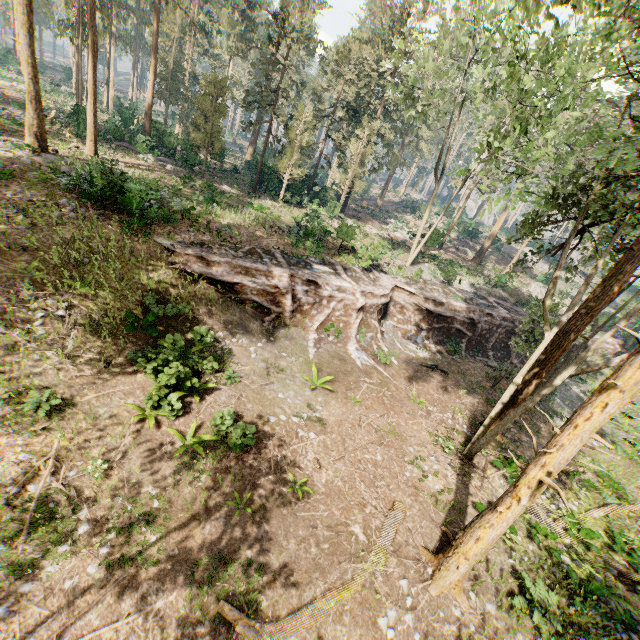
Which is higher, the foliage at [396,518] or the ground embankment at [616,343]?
the ground embankment at [616,343]

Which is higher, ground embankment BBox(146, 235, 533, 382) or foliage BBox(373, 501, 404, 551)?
ground embankment BBox(146, 235, 533, 382)

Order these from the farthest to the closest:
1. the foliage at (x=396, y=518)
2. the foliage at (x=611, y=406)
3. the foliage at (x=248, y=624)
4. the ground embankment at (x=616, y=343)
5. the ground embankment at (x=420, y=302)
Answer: the ground embankment at (x=616, y=343) → the ground embankment at (x=420, y=302) → the foliage at (x=396, y=518) → the foliage at (x=611, y=406) → the foliage at (x=248, y=624)

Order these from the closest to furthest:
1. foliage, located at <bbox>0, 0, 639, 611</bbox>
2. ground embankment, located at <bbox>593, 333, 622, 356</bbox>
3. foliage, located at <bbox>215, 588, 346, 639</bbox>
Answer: foliage, located at <bbox>215, 588, 346, 639</bbox>
foliage, located at <bbox>0, 0, 639, 611</bbox>
ground embankment, located at <bbox>593, 333, 622, 356</bbox>

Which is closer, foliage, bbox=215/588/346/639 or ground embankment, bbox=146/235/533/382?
foliage, bbox=215/588/346/639

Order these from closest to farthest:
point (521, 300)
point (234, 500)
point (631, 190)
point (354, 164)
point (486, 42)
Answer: point (234, 500) → point (631, 190) → point (486, 42) → point (521, 300) → point (354, 164)

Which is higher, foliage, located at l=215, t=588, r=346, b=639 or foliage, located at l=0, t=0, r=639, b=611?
foliage, located at l=0, t=0, r=639, b=611
